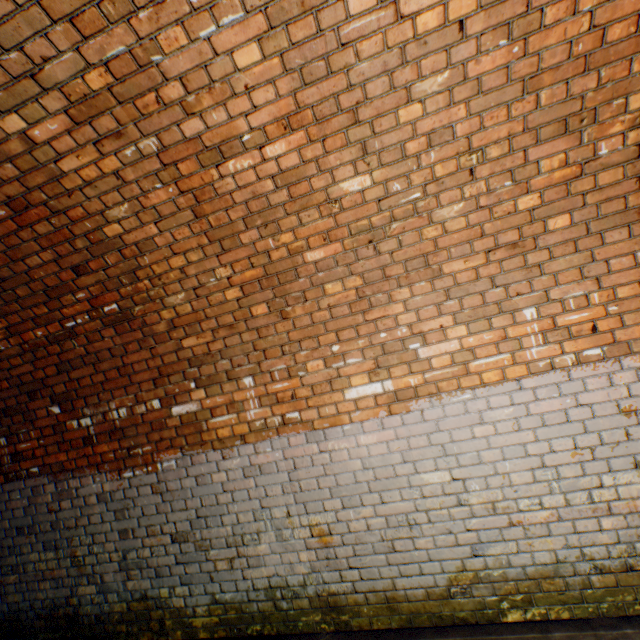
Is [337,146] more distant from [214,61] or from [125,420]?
[125,420]
